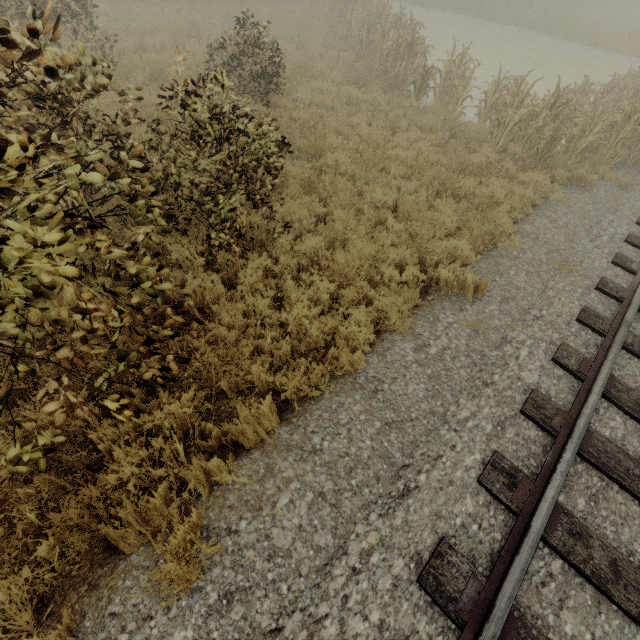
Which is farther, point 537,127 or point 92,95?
point 537,127

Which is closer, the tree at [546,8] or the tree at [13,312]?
the tree at [13,312]

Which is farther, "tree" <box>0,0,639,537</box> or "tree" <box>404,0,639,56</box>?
"tree" <box>404,0,639,56</box>
